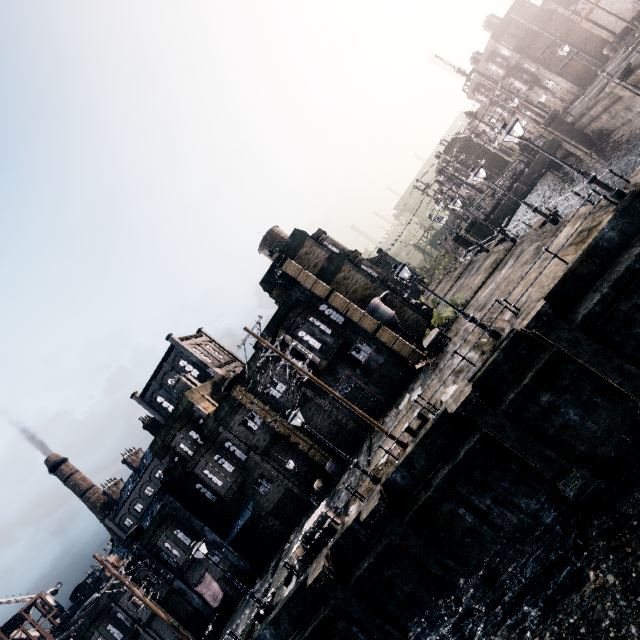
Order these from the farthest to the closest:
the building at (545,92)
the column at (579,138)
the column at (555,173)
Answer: the building at (545,92)
the column at (555,173)
the column at (579,138)

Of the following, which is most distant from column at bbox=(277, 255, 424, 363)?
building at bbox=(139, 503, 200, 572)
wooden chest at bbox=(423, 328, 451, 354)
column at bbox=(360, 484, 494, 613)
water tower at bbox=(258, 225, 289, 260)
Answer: building at bbox=(139, 503, 200, 572)

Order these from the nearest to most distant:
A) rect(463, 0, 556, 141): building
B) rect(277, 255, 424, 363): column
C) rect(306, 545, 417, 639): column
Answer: rect(306, 545, 417, 639): column → rect(277, 255, 424, 363): column → rect(463, 0, 556, 141): building

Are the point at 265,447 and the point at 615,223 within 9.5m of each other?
no

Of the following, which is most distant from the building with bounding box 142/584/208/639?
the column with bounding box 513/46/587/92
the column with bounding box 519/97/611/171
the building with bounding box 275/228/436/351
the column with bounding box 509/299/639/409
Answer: the column with bounding box 513/46/587/92

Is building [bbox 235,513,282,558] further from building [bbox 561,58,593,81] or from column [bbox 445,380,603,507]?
building [bbox 561,58,593,81]

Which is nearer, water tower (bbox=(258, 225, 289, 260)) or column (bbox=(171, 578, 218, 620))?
column (bbox=(171, 578, 218, 620))

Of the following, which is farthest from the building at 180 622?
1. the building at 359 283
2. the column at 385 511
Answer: the column at 385 511
